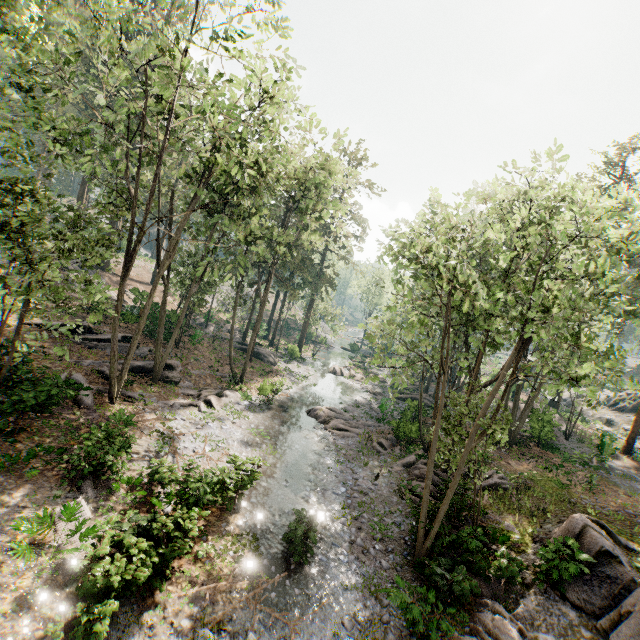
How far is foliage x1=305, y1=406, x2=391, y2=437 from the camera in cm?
2433

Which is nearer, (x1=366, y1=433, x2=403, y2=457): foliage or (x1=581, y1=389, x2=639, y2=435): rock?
(x1=366, y1=433, x2=403, y2=457): foliage

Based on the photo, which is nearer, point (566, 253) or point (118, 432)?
point (118, 432)

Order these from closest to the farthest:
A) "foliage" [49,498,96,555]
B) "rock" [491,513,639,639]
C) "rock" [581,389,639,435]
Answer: "foliage" [49,498,96,555]
"rock" [491,513,639,639]
"rock" [581,389,639,435]

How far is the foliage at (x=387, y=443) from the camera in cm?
2270

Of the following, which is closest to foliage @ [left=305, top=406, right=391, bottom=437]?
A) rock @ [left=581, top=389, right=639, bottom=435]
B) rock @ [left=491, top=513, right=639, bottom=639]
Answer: rock @ [left=491, top=513, right=639, bottom=639]
